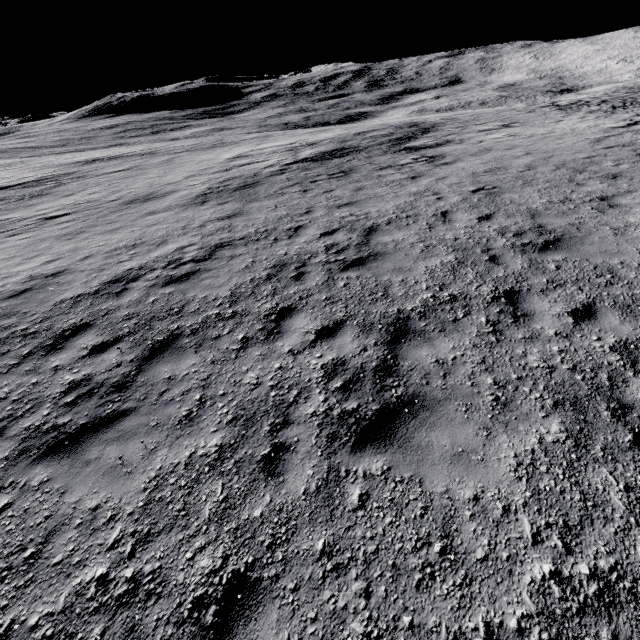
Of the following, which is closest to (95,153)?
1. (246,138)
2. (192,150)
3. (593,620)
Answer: (192,150)
